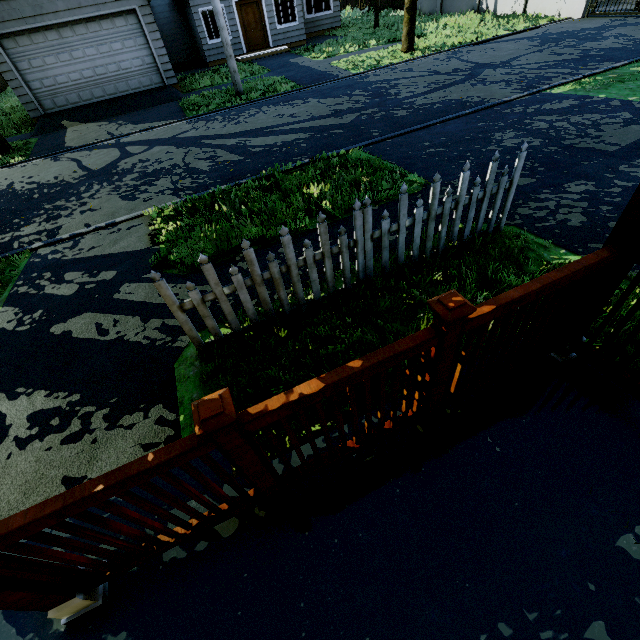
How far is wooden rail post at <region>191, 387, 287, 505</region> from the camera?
1.13m

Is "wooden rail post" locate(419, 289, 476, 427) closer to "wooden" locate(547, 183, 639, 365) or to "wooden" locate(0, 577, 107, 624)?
"wooden" locate(547, 183, 639, 365)

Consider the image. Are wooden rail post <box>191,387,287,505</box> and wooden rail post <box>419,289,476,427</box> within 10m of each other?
yes

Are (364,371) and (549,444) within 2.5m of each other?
yes

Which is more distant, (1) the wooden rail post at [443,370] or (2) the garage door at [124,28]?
(2) the garage door at [124,28]

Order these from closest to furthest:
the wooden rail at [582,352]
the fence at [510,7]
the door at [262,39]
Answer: the wooden rail at [582,352] < the fence at [510,7] < the door at [262,39]

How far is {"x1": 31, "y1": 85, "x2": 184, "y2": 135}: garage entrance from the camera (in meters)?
12.70

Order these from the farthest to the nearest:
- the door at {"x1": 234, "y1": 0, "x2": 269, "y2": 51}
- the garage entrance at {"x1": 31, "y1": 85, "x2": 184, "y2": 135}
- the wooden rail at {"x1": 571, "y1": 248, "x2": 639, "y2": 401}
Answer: the door at {"x1": 234, "y1": 0, "x2": 269, "y2": 51}
the garage entrance at {"x1": 31, "y1": 85, "x2": 184, "y2": 135}
the wooden rail at {"x1": 571, "y1": 248, "x2": 639, "y2": 401}
